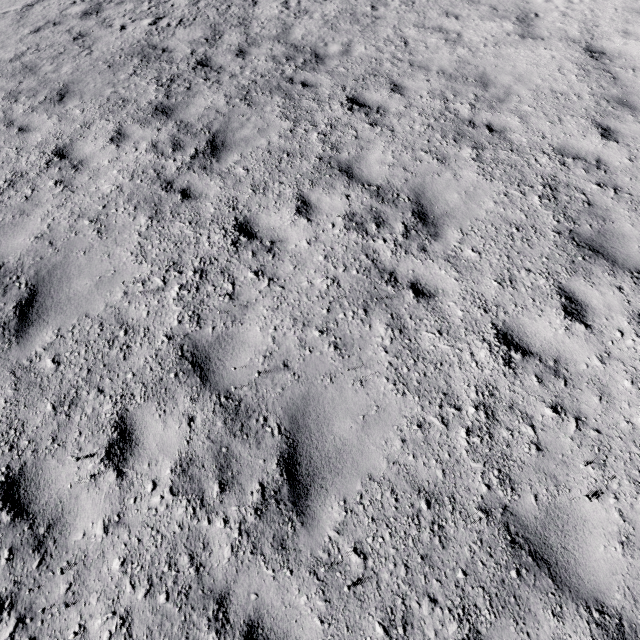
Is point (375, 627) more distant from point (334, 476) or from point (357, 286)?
point (357, 286)
